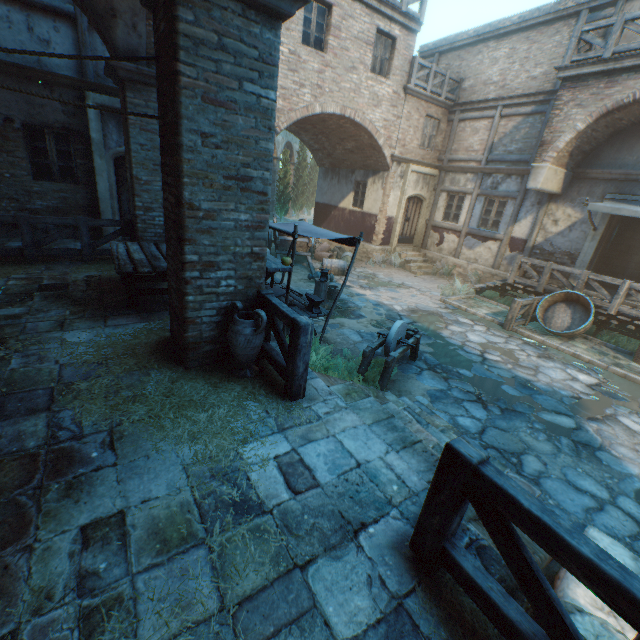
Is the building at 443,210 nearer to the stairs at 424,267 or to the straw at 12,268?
the stairs at 424,267

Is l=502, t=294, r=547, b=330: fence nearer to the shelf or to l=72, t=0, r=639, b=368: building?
l=72, t=0, r=639, b=368: building

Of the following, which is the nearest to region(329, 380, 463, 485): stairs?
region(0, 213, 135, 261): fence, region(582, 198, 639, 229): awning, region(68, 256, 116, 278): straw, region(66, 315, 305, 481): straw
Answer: region(66, 315, 305, 481): straw

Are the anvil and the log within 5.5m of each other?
yes

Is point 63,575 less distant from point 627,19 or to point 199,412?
point 199,412

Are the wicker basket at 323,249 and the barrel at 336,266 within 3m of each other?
yes

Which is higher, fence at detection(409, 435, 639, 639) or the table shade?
the table shade

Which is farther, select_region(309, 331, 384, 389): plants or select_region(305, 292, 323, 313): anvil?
select_region(305, 292, 323, 313): anvil
